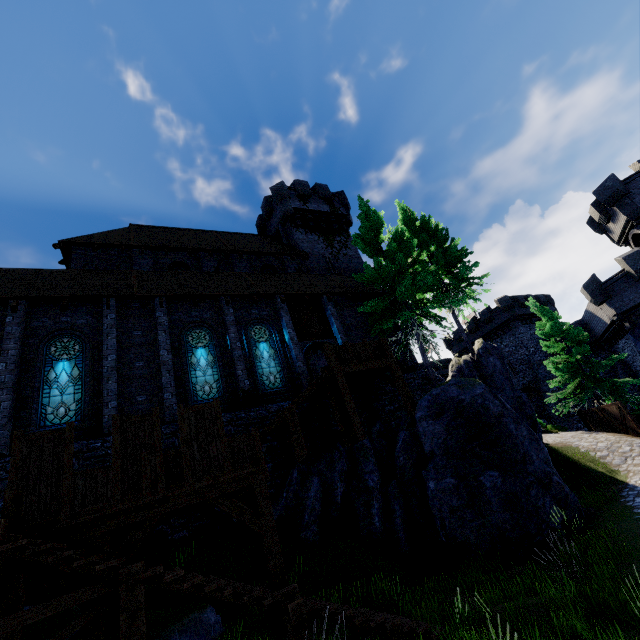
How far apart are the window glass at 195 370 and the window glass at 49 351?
3.5m

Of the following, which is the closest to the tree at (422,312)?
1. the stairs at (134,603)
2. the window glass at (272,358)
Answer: the window glass at (272,358)

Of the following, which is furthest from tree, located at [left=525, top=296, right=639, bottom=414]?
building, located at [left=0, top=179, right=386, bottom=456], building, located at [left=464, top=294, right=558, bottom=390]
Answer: building, located at [left=464, top=294, right=558, bottom=390]

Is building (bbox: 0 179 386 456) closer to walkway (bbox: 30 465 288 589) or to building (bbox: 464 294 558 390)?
walkway (bbox: 30 465 288 589)

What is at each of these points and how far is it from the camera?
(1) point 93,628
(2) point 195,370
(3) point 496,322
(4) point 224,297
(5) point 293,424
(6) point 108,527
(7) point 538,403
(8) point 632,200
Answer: (1) walkway, 6.3m
(2) window glass, 14.2m
(3) building, 41.3m
(4) building, 16.2m
(5) stairs, 11.4m
(6) walkway, 7.2m
(7) building, 37.8m
(8) building tower, 23.8m

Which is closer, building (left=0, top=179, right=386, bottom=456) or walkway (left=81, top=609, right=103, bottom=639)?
walkway (left=81, top=609, right=103, bottom=639)

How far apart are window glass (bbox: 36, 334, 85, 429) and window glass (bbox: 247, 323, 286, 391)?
6.5m

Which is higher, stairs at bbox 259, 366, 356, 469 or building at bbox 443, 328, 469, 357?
building at bbox 443, 328, 469, 357
